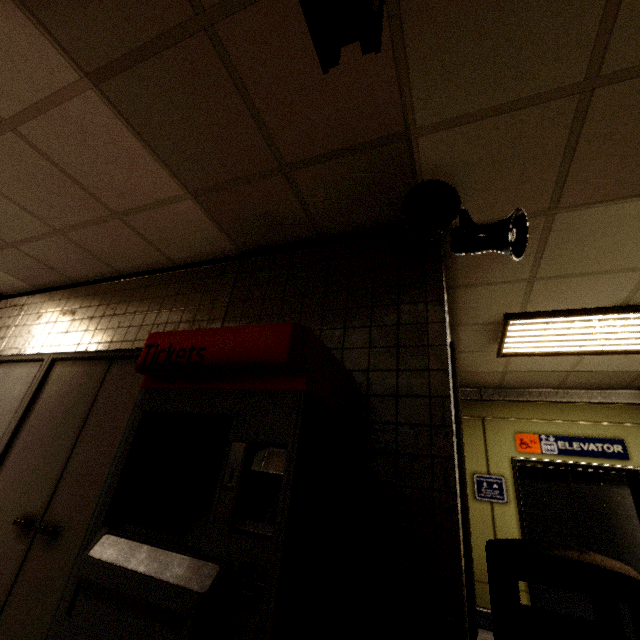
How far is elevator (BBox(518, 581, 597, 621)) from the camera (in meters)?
3.88

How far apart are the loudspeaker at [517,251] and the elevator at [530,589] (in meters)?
4.22

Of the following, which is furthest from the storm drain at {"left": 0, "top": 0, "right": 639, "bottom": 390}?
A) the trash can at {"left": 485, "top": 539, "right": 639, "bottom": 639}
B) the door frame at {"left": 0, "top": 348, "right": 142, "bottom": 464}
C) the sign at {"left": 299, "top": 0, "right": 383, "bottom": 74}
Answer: the trash can at {"left": 485, "top": 539, "right": 639, "bottom": 639}

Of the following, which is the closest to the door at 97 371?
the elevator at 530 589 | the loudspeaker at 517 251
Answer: the loudspeaker at 517 251

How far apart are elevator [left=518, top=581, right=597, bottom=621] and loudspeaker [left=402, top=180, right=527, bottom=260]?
4.2 meters

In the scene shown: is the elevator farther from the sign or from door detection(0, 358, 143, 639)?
the sign

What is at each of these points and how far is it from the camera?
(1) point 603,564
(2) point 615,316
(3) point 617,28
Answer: (1) trash can, 1.3 meters
(2) fluorescent light, 2.8 meters
(3) storm drain, 1.2 meters

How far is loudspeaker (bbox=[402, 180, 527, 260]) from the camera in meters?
1.8
